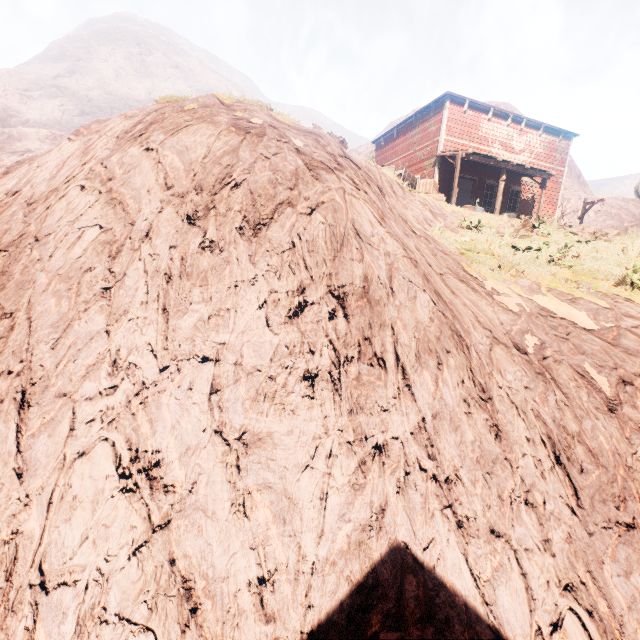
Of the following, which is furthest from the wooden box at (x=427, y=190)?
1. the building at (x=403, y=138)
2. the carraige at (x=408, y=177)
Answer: the building at (x=403, y=138)

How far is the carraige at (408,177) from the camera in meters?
10.3

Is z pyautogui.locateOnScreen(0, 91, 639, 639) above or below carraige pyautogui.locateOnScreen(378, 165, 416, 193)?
below

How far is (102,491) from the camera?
2.8 meters

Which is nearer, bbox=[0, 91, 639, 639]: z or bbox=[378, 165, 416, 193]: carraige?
bbox=[0, 91, 639, 639]: z

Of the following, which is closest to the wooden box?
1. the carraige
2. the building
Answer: the carraige

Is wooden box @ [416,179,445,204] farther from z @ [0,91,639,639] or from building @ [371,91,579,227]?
building @ [371,91,579,227]

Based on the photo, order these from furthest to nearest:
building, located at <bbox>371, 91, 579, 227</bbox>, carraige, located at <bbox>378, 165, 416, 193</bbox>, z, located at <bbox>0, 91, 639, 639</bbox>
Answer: building, located at <bbox>371, 91, 579, 227</bbox> < carraige, located at <bbox>378, 165, 416, 193</bbox> < z, located at <bbox>0, 91, 639, 639</bbox>
